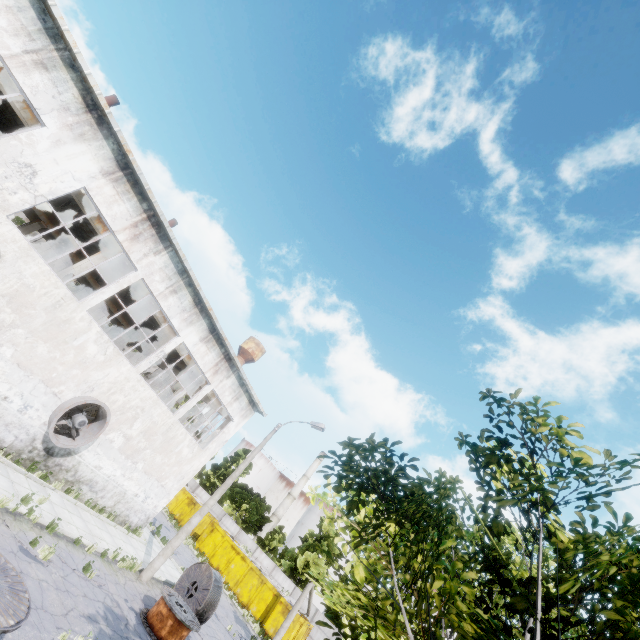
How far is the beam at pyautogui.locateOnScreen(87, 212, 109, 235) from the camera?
14.9 meters

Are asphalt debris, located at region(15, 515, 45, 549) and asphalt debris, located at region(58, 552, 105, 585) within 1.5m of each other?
yes

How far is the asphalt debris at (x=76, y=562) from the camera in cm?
1014

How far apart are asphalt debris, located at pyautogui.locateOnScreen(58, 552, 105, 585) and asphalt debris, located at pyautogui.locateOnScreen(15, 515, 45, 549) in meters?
0.6 m

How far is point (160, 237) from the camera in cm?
1469

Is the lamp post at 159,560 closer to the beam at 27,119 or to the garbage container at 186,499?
the beam at 27,119

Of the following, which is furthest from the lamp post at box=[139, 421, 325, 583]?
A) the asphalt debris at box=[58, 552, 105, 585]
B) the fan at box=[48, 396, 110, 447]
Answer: the fan at box=[48, 396, 110, 447]

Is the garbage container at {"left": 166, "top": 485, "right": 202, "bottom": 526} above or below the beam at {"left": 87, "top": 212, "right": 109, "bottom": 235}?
below
